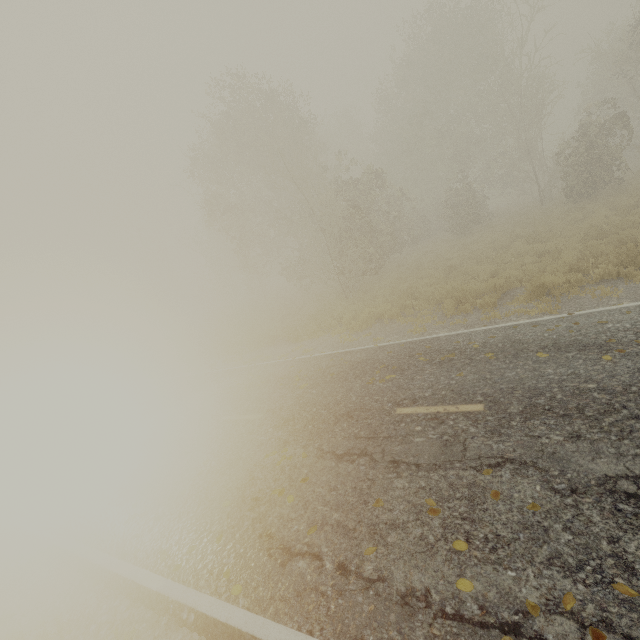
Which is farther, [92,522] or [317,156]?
[317,156]
